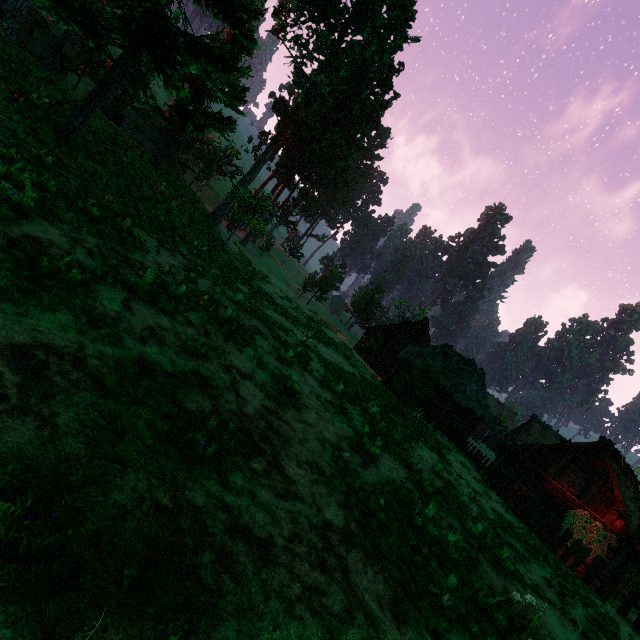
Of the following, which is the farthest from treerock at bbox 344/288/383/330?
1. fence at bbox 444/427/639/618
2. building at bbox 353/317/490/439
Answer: fence at bbox 444/427/639/618

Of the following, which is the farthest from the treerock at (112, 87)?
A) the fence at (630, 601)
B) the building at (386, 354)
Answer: the fence at (630, 601)

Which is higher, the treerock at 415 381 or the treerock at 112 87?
the treerock at 112 87

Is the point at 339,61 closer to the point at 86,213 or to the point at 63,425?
the point at 86,213

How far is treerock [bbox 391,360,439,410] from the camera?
17.62m

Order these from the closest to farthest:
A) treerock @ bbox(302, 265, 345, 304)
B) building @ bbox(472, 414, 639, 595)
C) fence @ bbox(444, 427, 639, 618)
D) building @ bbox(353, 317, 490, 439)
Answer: fence @ bbox(444, 427, 639, 618), building @ bbox(472, 414, 639, 595), building @ bbox(353, 317, 490, 439), treerock @ bbox(302, 265, 345, 304)

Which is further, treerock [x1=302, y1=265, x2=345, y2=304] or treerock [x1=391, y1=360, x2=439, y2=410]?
treerock [x1=302, y1=265, x2=345, y2=304]

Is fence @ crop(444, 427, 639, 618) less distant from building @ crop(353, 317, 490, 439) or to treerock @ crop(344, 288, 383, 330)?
building @ crop(353, 317, 490, 439)
